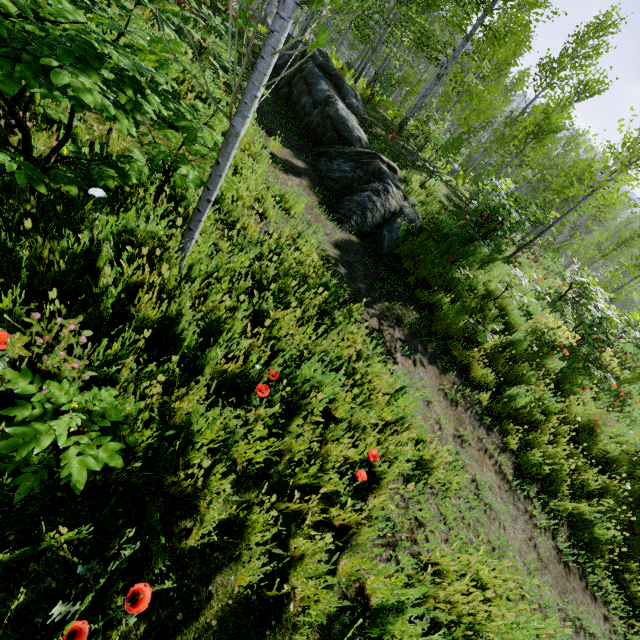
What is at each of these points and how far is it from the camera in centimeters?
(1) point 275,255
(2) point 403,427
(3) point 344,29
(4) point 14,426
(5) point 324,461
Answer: (1) instancedfoliageactor, 371cm
(2) instancedfoliageactor, 329cm
(3) instancedfoliageactor, 3494cm
(4) instancedfoliageactor, 137cm
(5) instancedfoliageactor, 241cm

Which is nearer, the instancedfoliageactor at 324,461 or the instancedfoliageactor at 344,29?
the instancedfoliageactor at 344,29

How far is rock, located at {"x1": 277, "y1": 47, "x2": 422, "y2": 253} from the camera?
7.3 meters

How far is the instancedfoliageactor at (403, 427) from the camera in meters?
2.5 m

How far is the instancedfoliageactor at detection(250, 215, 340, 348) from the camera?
3.0m

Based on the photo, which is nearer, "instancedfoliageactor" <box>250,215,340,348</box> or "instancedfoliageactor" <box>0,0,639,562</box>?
"instancedfoliageactor" <box>0,0,639,562</box>
